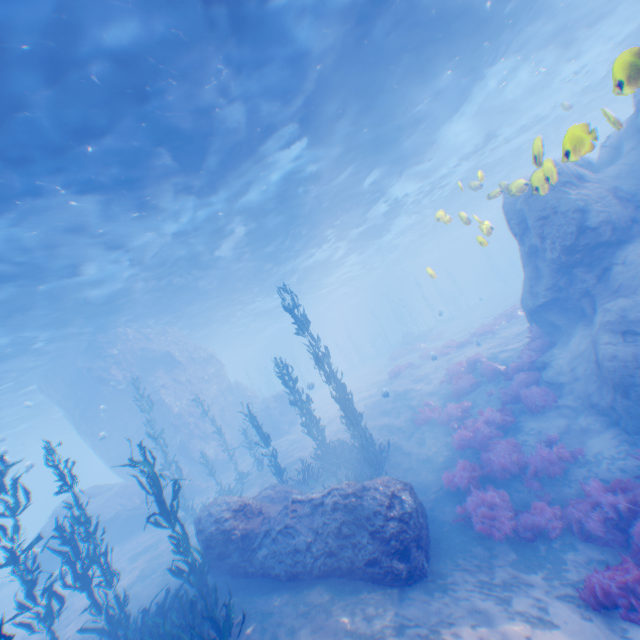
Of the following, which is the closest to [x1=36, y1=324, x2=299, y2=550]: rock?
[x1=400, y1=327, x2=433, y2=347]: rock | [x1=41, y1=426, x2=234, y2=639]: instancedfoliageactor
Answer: [x1=41, y1=426, x2=234, y2=639]: instancedfoliageactor

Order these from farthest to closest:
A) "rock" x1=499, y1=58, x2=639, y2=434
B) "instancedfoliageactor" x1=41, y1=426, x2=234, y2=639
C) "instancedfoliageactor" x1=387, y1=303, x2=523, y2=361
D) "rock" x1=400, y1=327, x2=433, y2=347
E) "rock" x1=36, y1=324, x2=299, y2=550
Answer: "rock" x1=400, y1=327, x2=433, y2=347, "instancedfoliageactor" x1=387, y1=303, x2=523, y2=361, "rock" x1=36, y1=324, x2=299, y2=550, "rock" x1=499, y1=58, x2=639, y2=434, "instancedfoliageactor" x1=41, y1=426, x2=234, y2=639

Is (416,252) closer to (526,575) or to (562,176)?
(562,176)

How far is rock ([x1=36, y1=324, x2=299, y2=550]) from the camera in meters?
19.2 m

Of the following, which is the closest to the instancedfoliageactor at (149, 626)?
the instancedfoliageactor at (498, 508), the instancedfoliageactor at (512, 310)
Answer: the instancedfoliageactor at (498, 508)

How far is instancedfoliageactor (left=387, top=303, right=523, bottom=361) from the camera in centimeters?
2229cm

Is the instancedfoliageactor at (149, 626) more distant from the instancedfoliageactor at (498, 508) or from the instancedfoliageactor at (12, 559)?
the instancedfoliageactor at (498, 508)

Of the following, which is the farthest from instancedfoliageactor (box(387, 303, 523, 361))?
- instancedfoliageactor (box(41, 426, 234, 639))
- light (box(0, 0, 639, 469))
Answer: instancedfoliageactor (box(41, 426, 234, 639))
